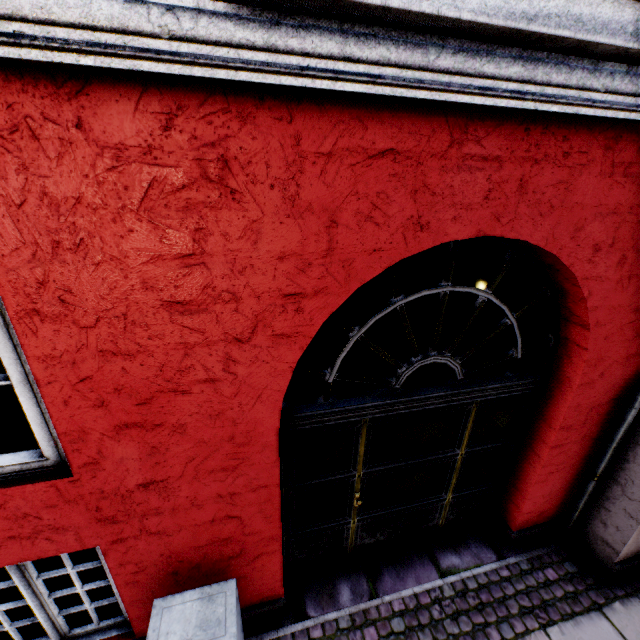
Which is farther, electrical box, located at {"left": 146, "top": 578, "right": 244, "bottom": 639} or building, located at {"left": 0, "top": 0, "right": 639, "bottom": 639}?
electrical box, located at {"left": 146, "top": 578, "right": 244, "bottom": 639}

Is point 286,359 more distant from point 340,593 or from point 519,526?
point 519,526

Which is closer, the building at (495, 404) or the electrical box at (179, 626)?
the building at (495, 404)
